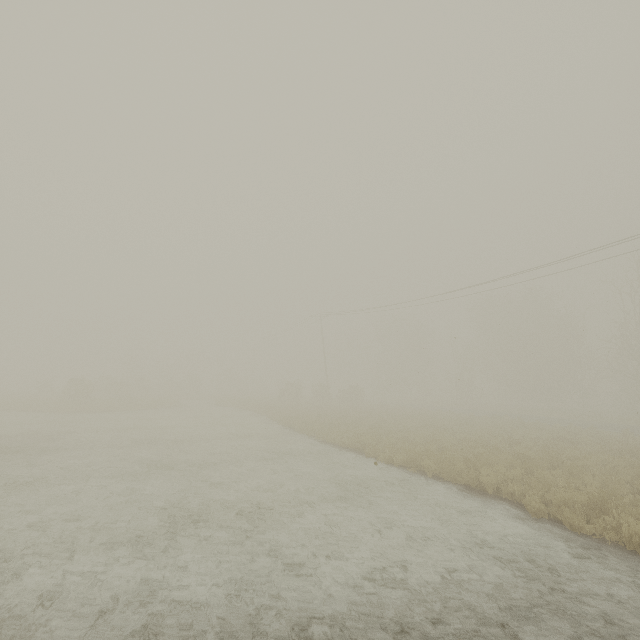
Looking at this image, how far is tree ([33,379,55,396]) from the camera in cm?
4011

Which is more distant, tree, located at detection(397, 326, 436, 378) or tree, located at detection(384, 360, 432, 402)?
tree, located at detection(397, 326, 436, 378)

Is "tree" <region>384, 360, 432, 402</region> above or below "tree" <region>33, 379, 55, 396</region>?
above

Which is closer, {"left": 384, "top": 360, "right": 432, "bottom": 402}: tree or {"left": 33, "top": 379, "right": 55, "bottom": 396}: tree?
{"left": 33, "top": 379, "right": 55, "bottom": 396}: tree

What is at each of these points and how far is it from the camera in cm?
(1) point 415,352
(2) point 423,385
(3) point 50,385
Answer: (1) tree, 5706
(2) tree, 5722
(3) tree, 4219

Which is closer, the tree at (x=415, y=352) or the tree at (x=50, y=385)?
the tree at (x=50, y=385)
